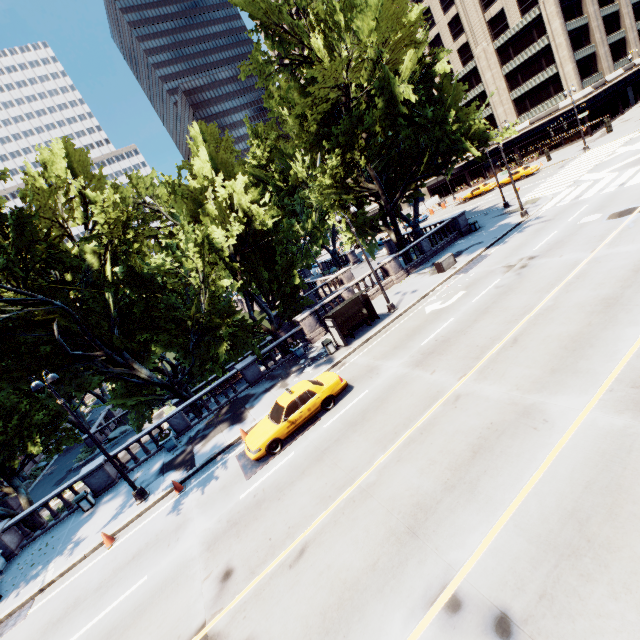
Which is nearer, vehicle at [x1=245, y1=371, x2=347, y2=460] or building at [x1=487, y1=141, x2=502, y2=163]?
vehicle at [x1=245, y1=371, x2=347, y2=460]

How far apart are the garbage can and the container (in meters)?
26.09

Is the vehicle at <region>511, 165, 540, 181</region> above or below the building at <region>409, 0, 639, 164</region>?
below

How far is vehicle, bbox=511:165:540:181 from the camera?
41.6m

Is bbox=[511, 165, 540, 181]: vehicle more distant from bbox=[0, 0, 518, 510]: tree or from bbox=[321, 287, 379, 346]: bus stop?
bbox=[321, 287, 379, 346]: bus stop

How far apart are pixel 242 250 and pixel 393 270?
12.5 meters

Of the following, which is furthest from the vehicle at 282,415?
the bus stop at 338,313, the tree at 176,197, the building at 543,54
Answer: the building at 543,54

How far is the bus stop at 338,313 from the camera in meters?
19.6
